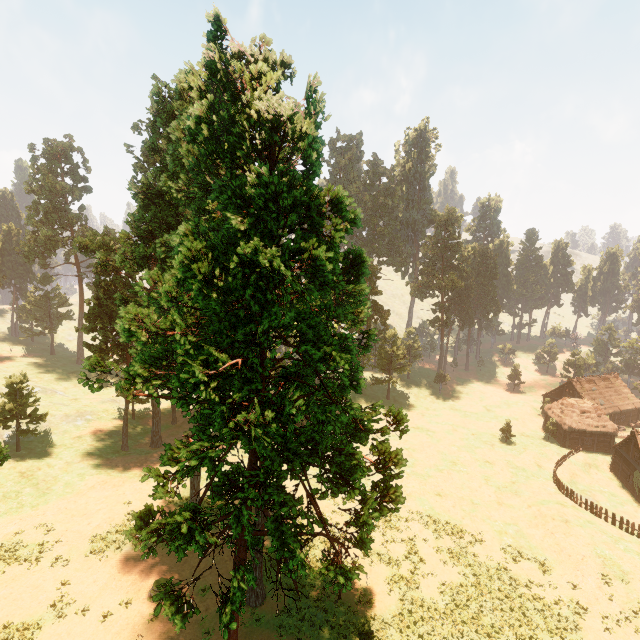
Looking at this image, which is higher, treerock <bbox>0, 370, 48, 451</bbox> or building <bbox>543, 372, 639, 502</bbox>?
treerock <bbox>0, 370, 48, 451</bbox>

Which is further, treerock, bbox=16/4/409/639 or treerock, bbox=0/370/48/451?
treerock, bbox=0/370/48/451

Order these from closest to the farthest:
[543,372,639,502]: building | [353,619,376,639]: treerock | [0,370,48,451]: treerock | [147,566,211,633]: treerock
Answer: [147,566,211,633]: treerock → [353,619,376,639]: treerock → [0,370,48,451]: treerock → [543,372,639,502]: building

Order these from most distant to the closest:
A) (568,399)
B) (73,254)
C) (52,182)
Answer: (73,254) → (52,182) → (568,399)

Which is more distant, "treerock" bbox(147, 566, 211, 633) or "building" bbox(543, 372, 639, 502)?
"building" bbox(543, 372, 639, 502)

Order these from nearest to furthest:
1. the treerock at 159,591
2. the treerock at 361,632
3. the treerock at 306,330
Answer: the treerock at 159,591 < the treerock at 306,330 < the treerock at 361,632

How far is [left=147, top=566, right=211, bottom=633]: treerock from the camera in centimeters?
813cm

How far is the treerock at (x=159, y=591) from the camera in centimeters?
813cm
